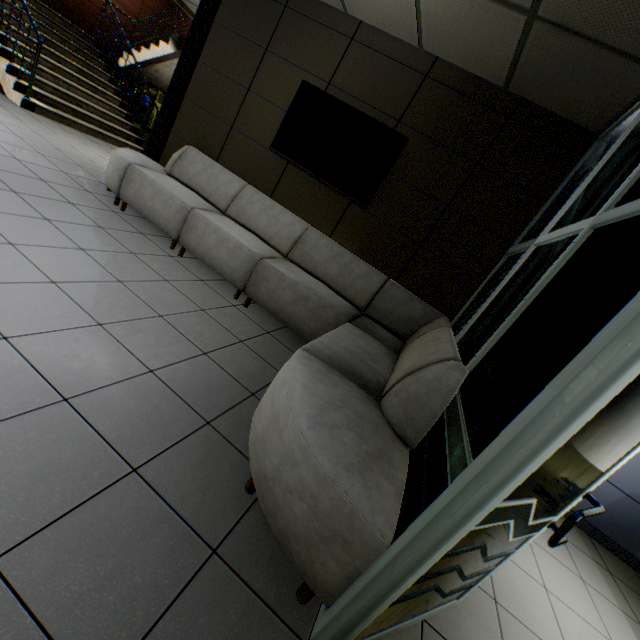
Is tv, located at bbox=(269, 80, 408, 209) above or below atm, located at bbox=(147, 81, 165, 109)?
above

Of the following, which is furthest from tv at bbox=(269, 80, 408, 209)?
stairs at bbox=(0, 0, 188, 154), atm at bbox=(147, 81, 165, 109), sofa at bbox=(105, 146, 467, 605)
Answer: atm at bbox=(147, 81, 165, 109)

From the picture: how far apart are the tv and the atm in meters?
7.0

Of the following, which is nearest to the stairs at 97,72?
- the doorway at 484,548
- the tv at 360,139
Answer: the tv at 360,139

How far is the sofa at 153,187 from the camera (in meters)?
1.24

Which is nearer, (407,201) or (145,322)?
(145,322)

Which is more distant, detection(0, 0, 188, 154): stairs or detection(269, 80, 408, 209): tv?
detection(0, 0, 188, 154): stairs

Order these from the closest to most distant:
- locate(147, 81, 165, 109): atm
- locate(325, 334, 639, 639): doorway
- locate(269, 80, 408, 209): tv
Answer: locate(325, 334, 639, 639): doorway
locate(269, 80, 408, 209): tv
locate(147, 81, 165, 109): atm
